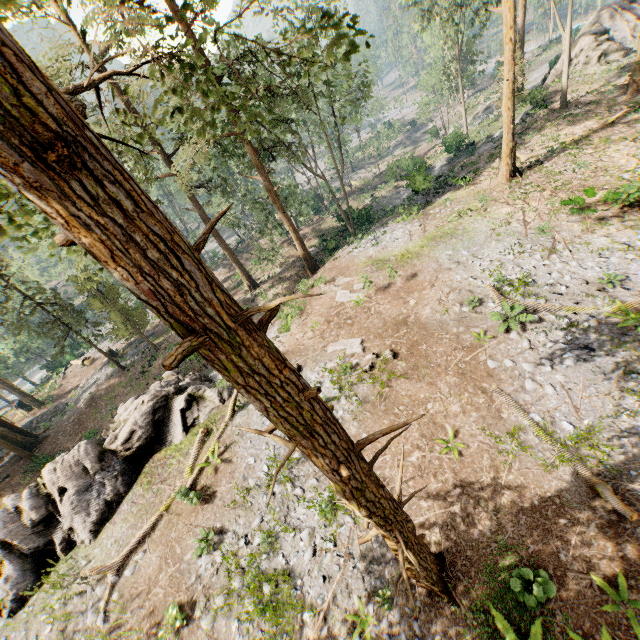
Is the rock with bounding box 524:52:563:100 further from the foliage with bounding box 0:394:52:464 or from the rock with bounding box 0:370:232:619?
the rock with bounding box 0:370:232:619

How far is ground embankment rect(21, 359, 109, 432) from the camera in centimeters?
3338cm

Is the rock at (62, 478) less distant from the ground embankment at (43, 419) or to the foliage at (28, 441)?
the foliage at (28, 441)

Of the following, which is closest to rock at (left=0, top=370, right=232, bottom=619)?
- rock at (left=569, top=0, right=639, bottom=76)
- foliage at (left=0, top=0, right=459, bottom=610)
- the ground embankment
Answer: foliage at (left=0, top=0, right=459, bottom=610)

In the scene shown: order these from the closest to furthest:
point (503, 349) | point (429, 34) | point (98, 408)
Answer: point (503, 349) → point (98, 408) → point (429, 34)

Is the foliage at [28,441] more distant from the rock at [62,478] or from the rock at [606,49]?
the rock at [62,478]

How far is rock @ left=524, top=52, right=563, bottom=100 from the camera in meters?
28.6

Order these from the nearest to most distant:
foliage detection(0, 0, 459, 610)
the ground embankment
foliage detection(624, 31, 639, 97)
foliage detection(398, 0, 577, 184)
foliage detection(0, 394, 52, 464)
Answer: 1. foliage detection(0, 0, 459, 610)
2. foliage detection(398, 0, 577, 184)
3. foliage detection(624, 31, 639, 97)
4. foliage detection(0, 394, 52, 464)
5. the ground embankment
